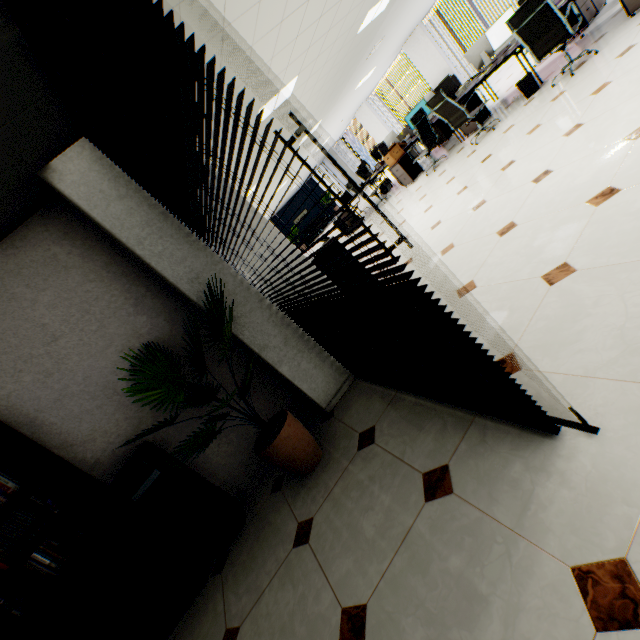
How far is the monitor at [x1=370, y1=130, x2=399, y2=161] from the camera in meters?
9.2 m

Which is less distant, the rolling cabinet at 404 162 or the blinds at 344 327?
the blinds at 344 327

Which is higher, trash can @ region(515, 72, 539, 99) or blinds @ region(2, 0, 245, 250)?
blinds @ region(2, 0, 245, 250)

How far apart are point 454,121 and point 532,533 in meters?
6.7 m

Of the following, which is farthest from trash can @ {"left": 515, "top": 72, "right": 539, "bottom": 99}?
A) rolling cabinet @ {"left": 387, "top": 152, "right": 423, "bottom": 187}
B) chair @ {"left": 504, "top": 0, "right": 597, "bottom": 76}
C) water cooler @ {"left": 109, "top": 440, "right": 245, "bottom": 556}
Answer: water cooler @ {"left": 109, "top": 440, "right": 245, "bottom": 556}

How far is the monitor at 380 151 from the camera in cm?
918

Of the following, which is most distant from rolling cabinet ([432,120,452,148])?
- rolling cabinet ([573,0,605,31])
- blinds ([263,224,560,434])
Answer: blinds ([263,224,560,434])

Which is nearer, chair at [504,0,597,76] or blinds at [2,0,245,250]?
blinds at [2,0,245,250]
